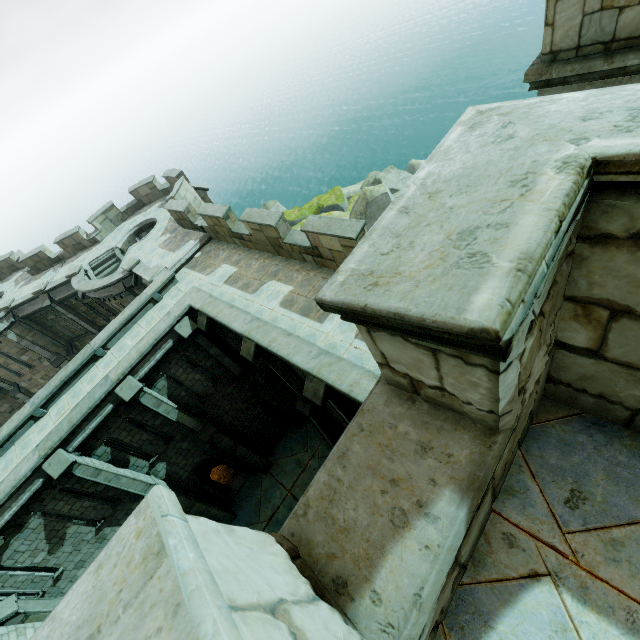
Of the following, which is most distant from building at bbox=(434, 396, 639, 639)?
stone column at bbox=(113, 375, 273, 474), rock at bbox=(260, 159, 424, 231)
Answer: rock at bbox=(260, 159, 424, 231)

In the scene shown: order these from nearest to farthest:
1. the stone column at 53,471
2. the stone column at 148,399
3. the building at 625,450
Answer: the building at 625,450, the stone column at 53,471, the stone column at 148,399

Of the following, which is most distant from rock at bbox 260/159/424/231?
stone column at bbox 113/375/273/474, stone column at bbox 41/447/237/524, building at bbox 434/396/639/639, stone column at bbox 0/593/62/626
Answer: stone column at bbox 0/593/62/626

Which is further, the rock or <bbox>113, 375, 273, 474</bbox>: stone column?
the rock

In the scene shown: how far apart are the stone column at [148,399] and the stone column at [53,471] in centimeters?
229cm

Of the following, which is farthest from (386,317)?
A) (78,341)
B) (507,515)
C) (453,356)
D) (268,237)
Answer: (78,341)

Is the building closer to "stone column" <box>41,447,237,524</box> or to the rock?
"stone column" <box>41,447,237,524</box>
